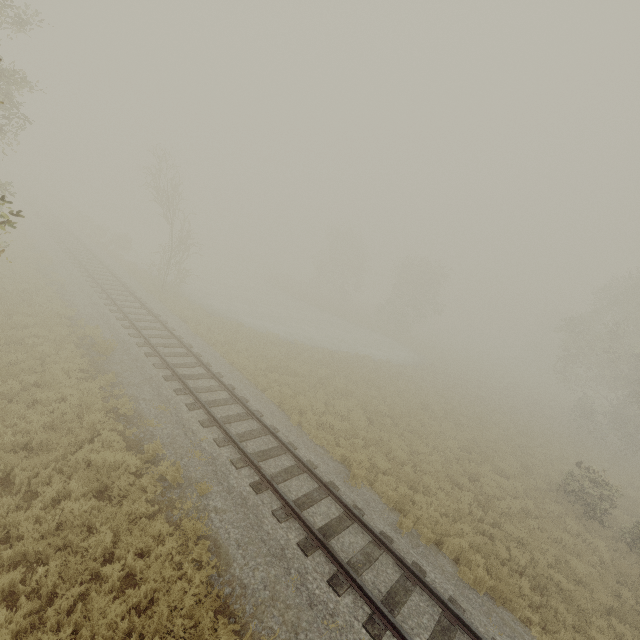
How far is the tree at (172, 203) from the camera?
21.0 meters

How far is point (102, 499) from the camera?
7.6m

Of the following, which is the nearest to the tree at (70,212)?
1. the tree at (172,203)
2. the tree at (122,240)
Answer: the tree at (122,240)

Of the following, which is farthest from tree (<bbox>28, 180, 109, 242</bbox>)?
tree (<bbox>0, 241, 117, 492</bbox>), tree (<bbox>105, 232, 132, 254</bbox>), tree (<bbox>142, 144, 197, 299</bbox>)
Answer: tree (<bbox>0, 241, 117, 492</bbox>)

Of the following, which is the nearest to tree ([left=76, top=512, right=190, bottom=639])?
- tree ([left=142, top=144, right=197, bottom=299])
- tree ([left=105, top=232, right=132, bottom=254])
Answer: tree ([left=142, top=144, right=197, bottom=299])

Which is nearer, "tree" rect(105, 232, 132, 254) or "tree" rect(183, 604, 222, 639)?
"tree" rect(183, 604, 222, 639)

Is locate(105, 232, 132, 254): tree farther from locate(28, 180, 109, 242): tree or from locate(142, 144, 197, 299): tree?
locate(142, 144, 197, 299): tree
